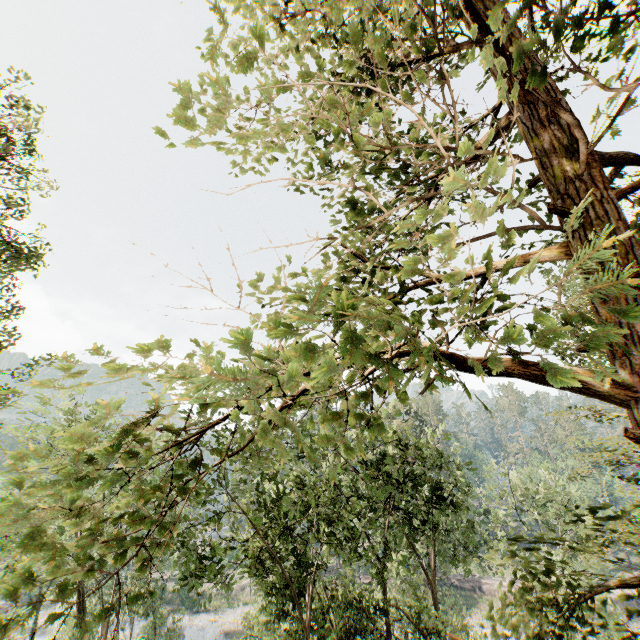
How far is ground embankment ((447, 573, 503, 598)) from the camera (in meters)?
49.44

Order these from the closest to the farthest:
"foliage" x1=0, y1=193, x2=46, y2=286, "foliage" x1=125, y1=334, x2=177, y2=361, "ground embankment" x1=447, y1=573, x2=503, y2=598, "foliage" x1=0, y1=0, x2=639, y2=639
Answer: "foliage" x1=0, y1=0, x2=639, y2=639 → "foliage" x1=125, y1=334, x2=177, y2=361 → "foliage" x1=0, y1=193, x2=46, y2=286 → "ground embankment" x1=447, y1=573, x2=503, y2=598

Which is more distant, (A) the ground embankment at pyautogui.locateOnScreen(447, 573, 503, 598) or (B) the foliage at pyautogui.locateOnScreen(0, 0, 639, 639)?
(A) the ground embankment at pyautogui.locateOnScreen(447, 573, 503, 598)

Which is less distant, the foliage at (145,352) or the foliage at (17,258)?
the foliage at (145,352)

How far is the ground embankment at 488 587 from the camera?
49.44m

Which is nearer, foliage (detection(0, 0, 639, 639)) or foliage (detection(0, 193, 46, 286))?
foliage (detection(0, 0, 639, 639))

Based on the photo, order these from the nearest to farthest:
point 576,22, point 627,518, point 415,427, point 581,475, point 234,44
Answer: point 576,22 < point 234,44 < point 627,518 < point 581,475 < point 415,427
